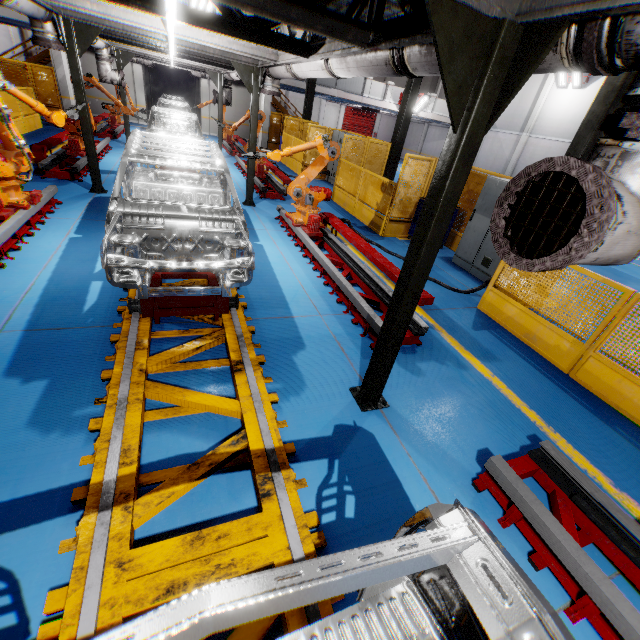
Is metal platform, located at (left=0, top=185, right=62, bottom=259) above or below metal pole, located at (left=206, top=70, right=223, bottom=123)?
below

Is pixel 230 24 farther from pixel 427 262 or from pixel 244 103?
pixel 244 103

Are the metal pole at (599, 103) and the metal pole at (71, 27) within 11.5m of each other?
yes

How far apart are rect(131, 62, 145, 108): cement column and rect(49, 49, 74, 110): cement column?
3.2 meters

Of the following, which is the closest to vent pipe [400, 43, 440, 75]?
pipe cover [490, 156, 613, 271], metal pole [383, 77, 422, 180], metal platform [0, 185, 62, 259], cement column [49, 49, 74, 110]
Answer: pipe cover [490, 156, 613, 271]

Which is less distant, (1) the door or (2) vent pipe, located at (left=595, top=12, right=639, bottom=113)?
(2) vent pipe, located at (left=595, top=12, right=639, bottom=113)

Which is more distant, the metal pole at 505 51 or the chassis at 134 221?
the chassis at 134 221

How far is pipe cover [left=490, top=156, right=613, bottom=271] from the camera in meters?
1.5
